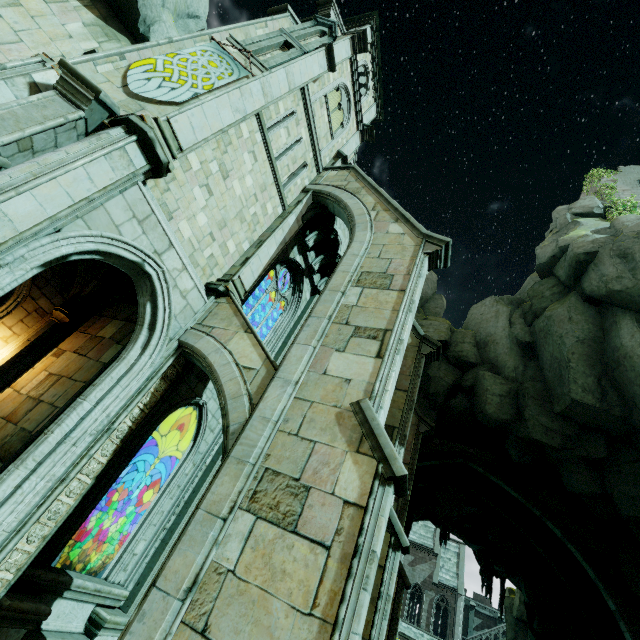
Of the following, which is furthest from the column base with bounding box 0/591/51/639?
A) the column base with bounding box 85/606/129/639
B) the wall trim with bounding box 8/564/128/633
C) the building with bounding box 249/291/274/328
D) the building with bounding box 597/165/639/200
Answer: the building with bounding box 597/165/639/200

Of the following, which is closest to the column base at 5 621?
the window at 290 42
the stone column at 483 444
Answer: the window at 290 42

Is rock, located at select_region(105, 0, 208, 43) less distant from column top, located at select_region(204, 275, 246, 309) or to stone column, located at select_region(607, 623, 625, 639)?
column top, located at select_region(204, 275, 246, 309)

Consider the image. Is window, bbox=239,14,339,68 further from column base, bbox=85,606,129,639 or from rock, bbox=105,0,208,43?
column base, bbox=85,606,129,639

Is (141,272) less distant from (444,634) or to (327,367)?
(327,367)

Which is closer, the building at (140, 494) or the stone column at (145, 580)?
the stone column at (145, 580)

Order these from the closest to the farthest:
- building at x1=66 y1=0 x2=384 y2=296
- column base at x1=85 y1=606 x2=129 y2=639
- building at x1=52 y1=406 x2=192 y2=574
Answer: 1. column base at x1=85 y1=606 x2=129 y2=639
2. building at x1=66 y1=0 x2=384 y2=296
3. building at x1=52 y1=406 x2=192 y2=574

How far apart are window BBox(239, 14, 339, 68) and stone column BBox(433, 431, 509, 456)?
18.53m
